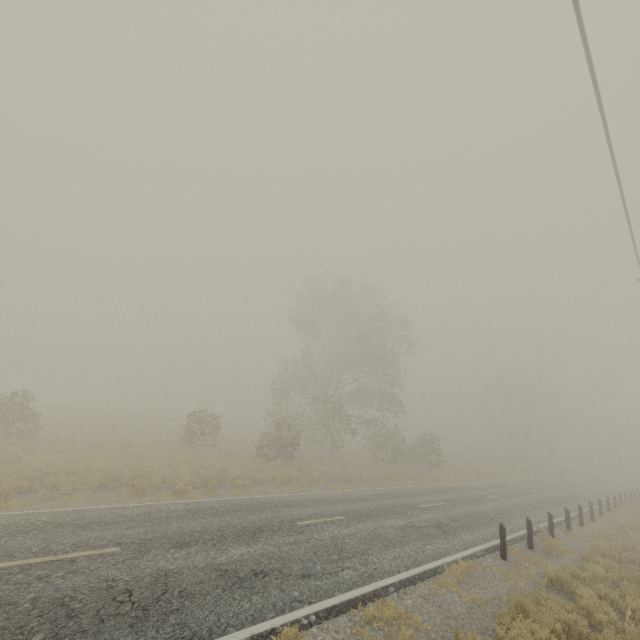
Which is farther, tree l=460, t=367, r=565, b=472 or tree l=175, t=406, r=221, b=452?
tree l=460, t=367, r=565, b=472

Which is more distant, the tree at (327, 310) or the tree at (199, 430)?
the tree at (327, 310)

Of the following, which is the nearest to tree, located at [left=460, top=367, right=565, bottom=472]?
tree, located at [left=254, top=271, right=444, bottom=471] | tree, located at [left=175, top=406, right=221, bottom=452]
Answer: tree, located at [left=254, top=271, right=444, bottom=471]

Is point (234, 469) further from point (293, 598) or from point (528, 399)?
point (528, 399)

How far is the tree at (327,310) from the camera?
28.17m

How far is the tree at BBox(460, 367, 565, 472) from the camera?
47.6m

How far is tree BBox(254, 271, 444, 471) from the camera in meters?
28.2

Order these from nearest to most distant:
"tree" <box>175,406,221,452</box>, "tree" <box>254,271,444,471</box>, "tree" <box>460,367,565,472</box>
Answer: "tree" <box>175,406,221,452</box> < "tree" <box>254,271,444,471</box> < "tree" <box>460,367,565,472</box>
